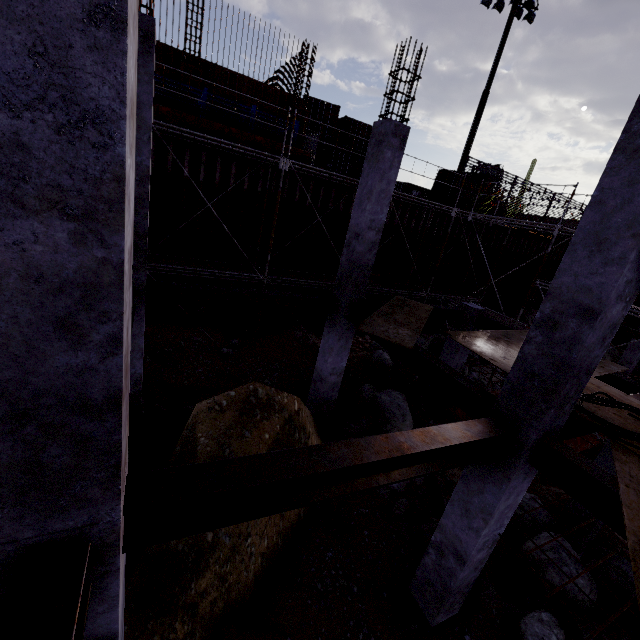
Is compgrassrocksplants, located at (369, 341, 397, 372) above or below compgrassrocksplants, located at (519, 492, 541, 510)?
above

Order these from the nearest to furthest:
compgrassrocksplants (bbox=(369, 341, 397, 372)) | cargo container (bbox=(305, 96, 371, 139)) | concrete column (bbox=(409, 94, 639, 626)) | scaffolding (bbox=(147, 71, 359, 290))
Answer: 1. concrete column (bbox=(409, 94, 639, 626))
2. scaffolding (bbox=(147, 71, 359, 290))
3. compgrassrocksplants (bbox=(369, 341, 397, 372))
4. cargo container (bbox=(305, 96, 371, 139))

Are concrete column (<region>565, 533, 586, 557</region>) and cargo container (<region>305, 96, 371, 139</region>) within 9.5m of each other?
no

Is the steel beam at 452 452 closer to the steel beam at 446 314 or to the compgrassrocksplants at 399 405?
the steel beam at 446 314

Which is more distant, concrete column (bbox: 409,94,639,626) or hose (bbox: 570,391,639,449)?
hose (bbox: 570,391,639,449)

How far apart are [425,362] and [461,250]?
13.5m

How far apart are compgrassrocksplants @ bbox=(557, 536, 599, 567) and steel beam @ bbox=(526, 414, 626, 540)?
5.8m

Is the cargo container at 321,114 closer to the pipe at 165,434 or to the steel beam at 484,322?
the steel beam at 484,322
